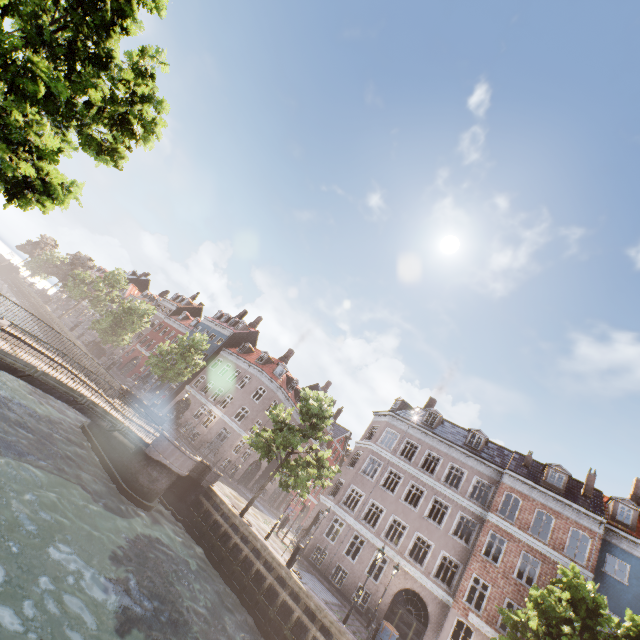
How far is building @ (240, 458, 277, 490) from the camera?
39.38m

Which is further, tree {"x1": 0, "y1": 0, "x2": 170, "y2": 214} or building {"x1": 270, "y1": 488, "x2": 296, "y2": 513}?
building {"x1": 270, "y1": 488, "x2": 296, "y2": 513}

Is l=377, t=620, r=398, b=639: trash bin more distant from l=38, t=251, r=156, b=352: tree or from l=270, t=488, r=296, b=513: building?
l=270, t=488, r=296, b=513: building

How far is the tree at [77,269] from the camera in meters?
38.8 m

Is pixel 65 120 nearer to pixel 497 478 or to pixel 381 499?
pixel 381 499

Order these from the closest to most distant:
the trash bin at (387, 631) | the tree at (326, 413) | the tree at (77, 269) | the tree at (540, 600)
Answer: the tree at (540, 600) → the trash bin at (387, 631) → the tree at (326, 413) → the tree at (77, 269)

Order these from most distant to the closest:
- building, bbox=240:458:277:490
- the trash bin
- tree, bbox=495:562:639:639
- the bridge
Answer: building, bbox=240:458:277:490 < the trash bin < the bridge < tree, bbox=495:562:639:639

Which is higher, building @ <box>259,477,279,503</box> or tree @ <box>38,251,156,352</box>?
tree @ <box>38,251,156,352</box>
